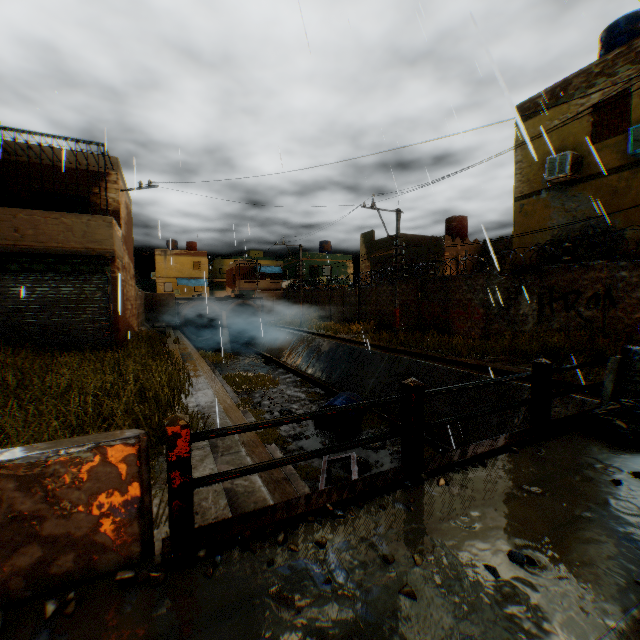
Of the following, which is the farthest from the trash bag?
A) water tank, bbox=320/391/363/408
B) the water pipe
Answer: the water pipe

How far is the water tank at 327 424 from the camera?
11.7 meters

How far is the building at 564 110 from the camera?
11.0m

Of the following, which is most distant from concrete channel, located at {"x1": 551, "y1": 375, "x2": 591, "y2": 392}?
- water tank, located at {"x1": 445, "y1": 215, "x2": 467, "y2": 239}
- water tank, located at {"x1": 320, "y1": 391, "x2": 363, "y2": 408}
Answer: water tank, located at {"x1": 445, "y1": 215, "x2": 467, "y2": 239}

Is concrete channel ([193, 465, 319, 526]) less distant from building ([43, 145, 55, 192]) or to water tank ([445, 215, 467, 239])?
building ([43, 145, 55, 192])

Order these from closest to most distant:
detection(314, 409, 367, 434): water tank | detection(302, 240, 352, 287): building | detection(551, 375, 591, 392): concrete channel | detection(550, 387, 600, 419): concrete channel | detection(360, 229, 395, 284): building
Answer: detection(550, 387, 600, 419): concrete channel, detection(551, 375, 591, 392): concrete channel, detection(314, 409, 367, 434): water tank, detection(360, 229, 395, 284): building, detection(302, 240, 352, 287): building

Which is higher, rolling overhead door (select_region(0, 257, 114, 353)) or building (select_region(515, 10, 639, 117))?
building (select_region(515, 10, 639, 117))

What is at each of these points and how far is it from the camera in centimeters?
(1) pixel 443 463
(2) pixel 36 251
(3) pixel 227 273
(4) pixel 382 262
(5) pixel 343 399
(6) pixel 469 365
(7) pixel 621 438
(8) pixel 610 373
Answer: (1) bridge, 343cm
(2) building, 1009cm
(3) building, 5456cm
(4) building, 2783cm
(5) water tank, 1252cm
(6) concrete channel, 1149cm
(7) trash bag, 389cm
(8) wooden pallet, 464cm
